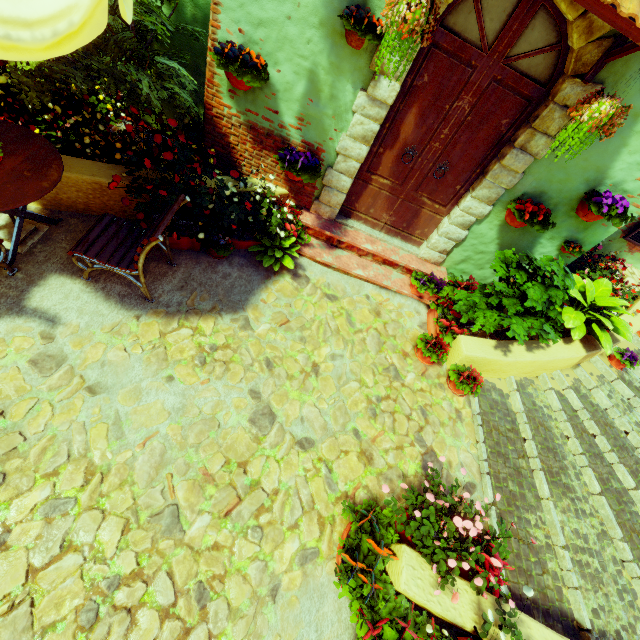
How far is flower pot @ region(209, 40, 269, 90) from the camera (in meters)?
3.21

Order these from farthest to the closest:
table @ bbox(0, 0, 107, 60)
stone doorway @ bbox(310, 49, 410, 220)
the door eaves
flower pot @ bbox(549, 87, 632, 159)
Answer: stone doorway @ bbox(310, 49, 410, 220) < flower pot @ bbox(549, 87, 632, 159) < the door eaves < table @ bbox(0, 0, 107, 60)

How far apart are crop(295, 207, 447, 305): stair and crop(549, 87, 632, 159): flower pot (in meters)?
1.74

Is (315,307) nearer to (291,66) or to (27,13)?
(291,66)

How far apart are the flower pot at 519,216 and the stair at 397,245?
1.1 meters

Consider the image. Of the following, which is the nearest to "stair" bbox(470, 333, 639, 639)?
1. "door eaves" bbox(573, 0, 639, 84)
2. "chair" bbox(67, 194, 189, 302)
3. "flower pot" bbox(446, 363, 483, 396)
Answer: "flower pot" bbox(446, 363, 483, 396)

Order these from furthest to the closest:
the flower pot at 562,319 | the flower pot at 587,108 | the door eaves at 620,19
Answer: the flower pot at 562,319 → the flower pot at 587,108 → the door eaves at 620,19

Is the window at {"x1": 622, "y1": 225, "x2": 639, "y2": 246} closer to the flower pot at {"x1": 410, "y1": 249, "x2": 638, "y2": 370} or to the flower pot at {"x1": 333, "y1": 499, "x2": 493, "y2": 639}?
the flower pot at {"x1": 410, "y1": 249, "x2": 638, "y2": 370}
